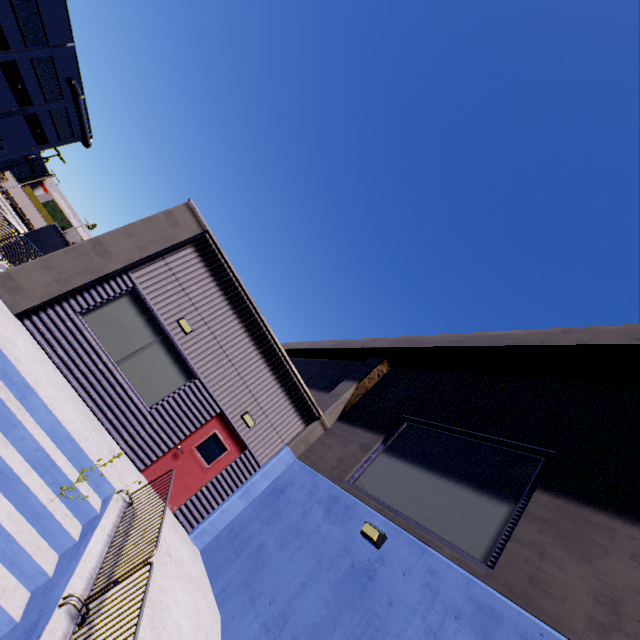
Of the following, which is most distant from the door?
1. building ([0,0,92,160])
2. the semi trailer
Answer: the semi trailer

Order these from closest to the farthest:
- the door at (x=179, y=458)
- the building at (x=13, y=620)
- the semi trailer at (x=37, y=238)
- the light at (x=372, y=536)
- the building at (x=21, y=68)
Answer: the building at (x=13, y=620), the light at (x=372, y=536), the door at (x=179, y=458), the semi trailer at (x=37, y=238), the building at (x=21, y=68)

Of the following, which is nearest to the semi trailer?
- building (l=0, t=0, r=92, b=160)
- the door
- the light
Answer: building (l=0, t=0, r=92, b=160)

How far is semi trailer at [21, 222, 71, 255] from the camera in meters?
25.2 m

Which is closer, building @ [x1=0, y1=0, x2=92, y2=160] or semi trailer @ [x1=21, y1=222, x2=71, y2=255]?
semi trailer @ [x1=21, y1=222, x2=71, y2=255]

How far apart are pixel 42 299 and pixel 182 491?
6.09m

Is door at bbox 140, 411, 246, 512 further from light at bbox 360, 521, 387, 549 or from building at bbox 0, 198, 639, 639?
light at bbox 360, 521, 387, 549

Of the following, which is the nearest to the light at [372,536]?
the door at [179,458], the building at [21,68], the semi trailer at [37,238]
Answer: the building at [21,68]
